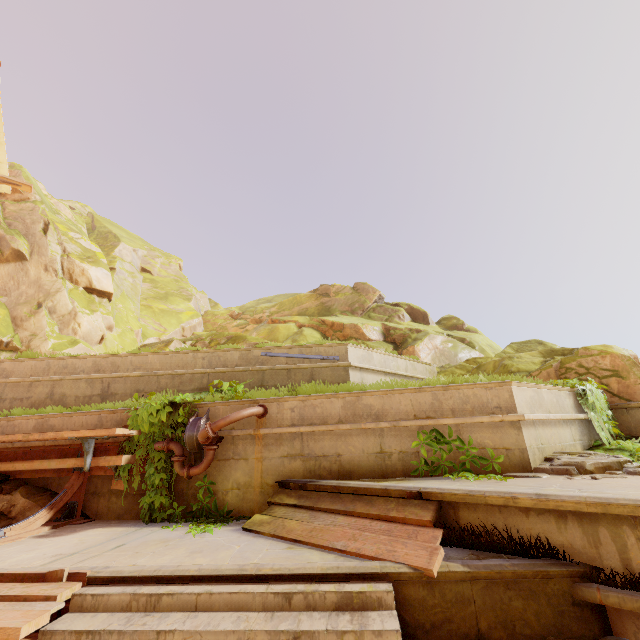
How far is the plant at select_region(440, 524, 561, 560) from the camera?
3.1m

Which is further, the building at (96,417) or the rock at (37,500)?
the building at (96,417)

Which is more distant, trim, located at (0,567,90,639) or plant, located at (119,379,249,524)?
plant, located at (119,379,249,524)

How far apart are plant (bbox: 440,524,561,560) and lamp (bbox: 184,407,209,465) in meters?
4.1 m

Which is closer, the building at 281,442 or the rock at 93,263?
the building at 281,442

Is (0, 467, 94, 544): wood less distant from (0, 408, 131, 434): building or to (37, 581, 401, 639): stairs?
(0, 408, 131, 434): building

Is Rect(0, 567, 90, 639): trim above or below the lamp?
below

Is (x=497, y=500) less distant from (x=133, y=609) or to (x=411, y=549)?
(x=411, y=549)
